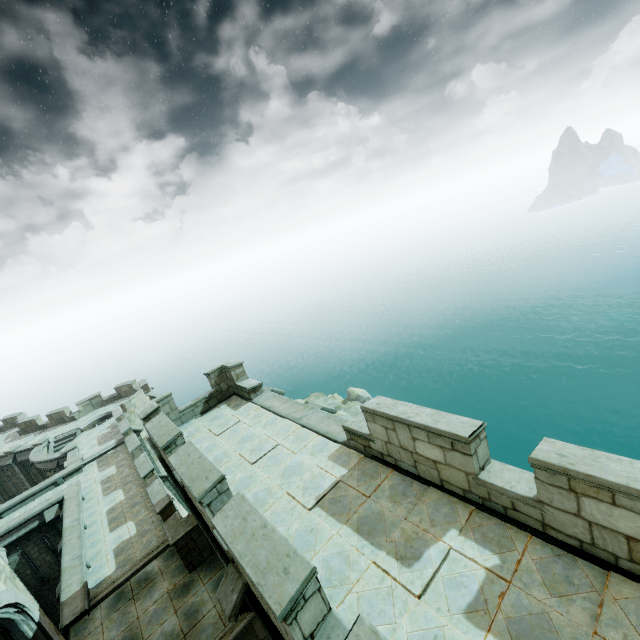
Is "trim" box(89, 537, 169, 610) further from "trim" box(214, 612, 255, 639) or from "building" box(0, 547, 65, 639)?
"trim" box(214, 612, 255, 639)

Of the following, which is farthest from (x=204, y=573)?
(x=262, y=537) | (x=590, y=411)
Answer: (x=590, y=411)

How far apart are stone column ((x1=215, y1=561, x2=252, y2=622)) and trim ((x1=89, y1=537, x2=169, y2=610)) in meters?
8.4

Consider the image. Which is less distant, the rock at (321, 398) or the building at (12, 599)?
the building at (12, 599)

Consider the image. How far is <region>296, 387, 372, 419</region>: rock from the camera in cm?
3747

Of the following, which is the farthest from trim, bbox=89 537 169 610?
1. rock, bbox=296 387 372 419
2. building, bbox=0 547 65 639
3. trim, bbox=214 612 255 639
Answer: rock, bbox=296 387 372 419

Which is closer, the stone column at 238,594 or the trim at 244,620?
the stone column at 238,594

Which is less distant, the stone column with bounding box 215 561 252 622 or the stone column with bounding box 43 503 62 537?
the stone column with bounding box 215 561 252 622
